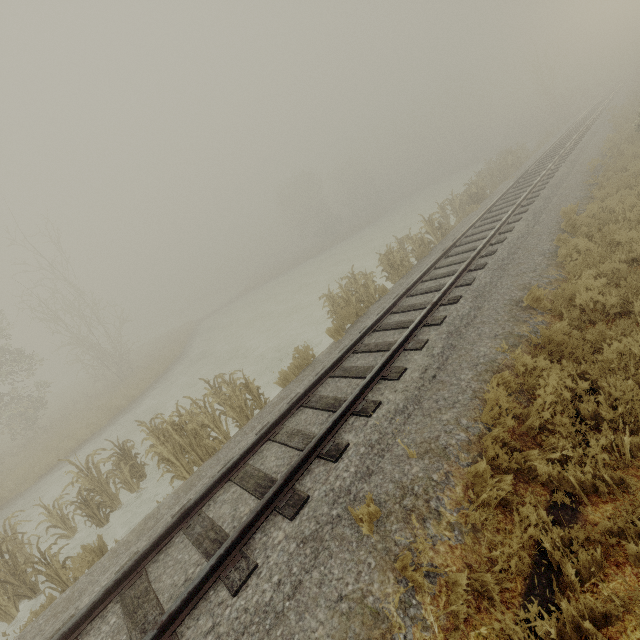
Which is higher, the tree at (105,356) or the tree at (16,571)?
the tree at (105,356)

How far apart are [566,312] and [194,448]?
8.8 meters

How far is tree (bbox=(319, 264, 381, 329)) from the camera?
10.9m

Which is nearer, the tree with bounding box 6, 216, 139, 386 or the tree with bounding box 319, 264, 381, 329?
the tree with bounding box 319, 264, 381, 329

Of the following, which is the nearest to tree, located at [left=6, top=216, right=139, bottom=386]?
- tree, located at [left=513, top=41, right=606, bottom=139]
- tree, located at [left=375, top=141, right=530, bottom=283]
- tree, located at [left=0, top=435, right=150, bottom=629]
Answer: tree, located at [left=0, top=435, right=150, bottom=629]

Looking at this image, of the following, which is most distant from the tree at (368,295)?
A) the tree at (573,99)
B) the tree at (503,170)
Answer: the tree at (573,99)

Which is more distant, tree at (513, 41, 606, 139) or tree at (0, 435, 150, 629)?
tree at (513, 41, 606, 139)

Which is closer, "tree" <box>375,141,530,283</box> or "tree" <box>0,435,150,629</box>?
"tree" <box>0,435,150,629</box>
